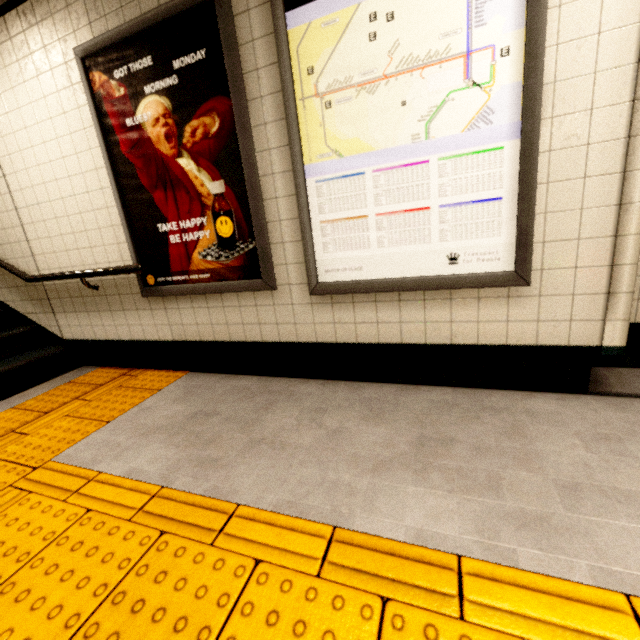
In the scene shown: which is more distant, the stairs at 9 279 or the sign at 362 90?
the stairs at 9 279

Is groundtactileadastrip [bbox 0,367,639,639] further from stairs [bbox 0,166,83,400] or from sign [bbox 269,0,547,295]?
sign [bbox 269,0,547,295]

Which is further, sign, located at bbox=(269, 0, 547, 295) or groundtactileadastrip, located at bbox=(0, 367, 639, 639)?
sign, located at bbox=(269, 0, 547, 295)

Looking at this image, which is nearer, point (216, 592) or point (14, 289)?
point (216, 592)

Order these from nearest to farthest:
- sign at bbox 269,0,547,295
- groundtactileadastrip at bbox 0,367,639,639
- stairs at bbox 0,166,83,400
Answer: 1. groundtactileadastrip at bbox 0,367,639,639
2. sign at bbox 269,0,547,295
3. stairs at bbox 0,166,83,400

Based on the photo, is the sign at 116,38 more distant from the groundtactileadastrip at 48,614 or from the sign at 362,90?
the groundtactileadastrip at 48,614

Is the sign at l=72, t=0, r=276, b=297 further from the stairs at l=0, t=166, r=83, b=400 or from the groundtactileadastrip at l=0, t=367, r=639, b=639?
the stairs at l=0, t=166, r=83, b=400

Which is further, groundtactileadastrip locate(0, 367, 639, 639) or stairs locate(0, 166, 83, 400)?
stairs locate(0, 166, 83, 400)
